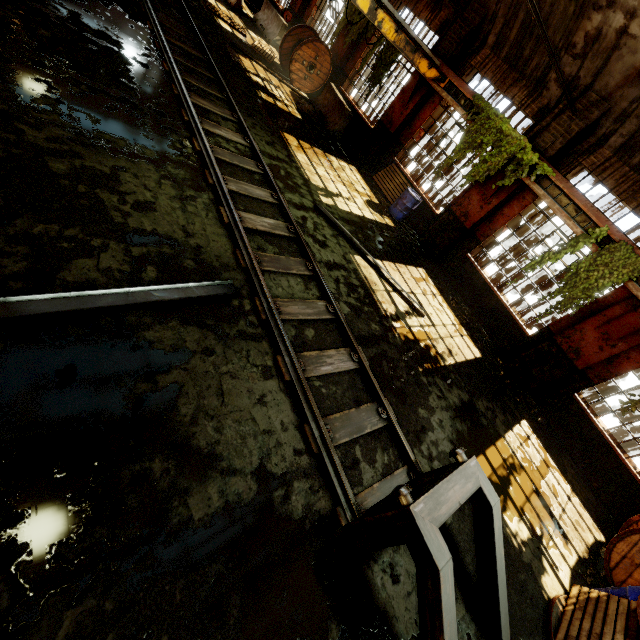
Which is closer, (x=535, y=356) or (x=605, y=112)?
(x=605, y=112)

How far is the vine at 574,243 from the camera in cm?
766

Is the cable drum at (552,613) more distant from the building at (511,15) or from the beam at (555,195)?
the beam at (555,195)

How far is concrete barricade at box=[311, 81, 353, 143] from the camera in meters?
12.2 m

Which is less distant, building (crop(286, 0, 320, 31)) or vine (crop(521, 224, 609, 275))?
vine (crop(521, 224, 609, 275))

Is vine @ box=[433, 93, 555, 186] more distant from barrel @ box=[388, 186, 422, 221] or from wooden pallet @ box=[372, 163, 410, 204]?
wooden pallet @ box=[372, 163, 410, 204]

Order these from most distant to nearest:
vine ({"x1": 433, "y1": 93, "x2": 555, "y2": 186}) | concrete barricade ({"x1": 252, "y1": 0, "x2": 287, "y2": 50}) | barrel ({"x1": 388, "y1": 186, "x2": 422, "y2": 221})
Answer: concrete barricade ({"x1": 252, "y1": 0, "x2": 287, "y2": 50}) < barrel ({"x1": 388, "y1": 186, "x2": 422, "y2": 221}) < vine ({"x1": 433, "y1": 93, "x2": 555, "y2": 186})

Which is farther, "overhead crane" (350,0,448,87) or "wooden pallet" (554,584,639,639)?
"overhead crane" (350,0,448,87)
